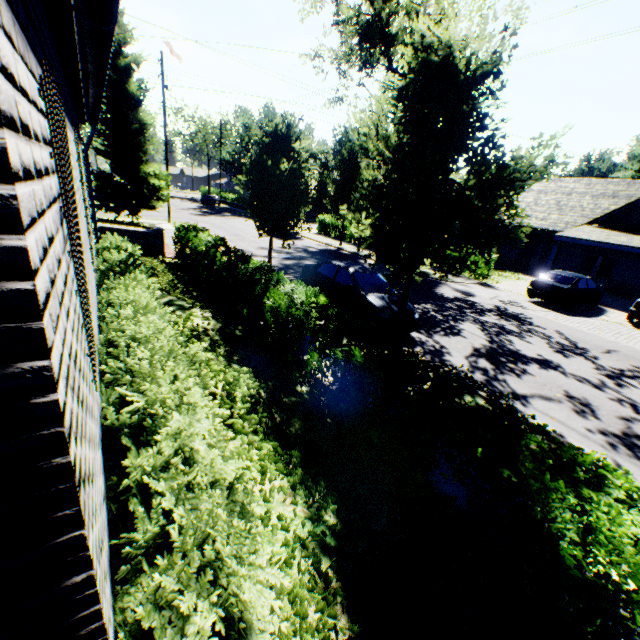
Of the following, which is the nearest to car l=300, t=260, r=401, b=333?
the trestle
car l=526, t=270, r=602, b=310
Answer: the trestle

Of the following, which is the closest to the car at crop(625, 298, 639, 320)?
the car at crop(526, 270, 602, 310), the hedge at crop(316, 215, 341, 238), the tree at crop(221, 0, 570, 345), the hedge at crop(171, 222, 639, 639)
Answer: the car at crop(526, 270, 602, 310)

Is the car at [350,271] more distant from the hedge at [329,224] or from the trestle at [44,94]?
the hedge at [329,224]

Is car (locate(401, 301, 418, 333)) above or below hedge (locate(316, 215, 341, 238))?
below

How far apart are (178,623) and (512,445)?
3.23m

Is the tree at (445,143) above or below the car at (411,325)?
above

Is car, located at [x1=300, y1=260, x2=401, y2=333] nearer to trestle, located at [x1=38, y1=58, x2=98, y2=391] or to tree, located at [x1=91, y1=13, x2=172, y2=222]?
tree, located at [x1=91, y1=13, x2=172, y2=222]

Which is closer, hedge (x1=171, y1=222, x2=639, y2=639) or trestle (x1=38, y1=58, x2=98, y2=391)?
trestle (x1=38, y1=58, x2=98, y2=391)
